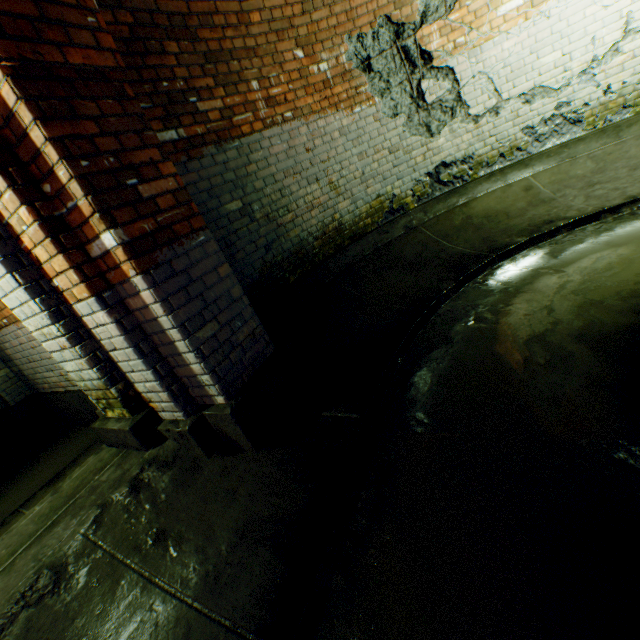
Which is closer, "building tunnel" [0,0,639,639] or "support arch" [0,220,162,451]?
"building tunnel" [0,0,639,639]

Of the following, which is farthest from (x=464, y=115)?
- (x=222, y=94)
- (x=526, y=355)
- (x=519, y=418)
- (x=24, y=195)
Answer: (x=24, y=195)

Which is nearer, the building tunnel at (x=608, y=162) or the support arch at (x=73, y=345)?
the building tunnel at (x=608, y=162)
